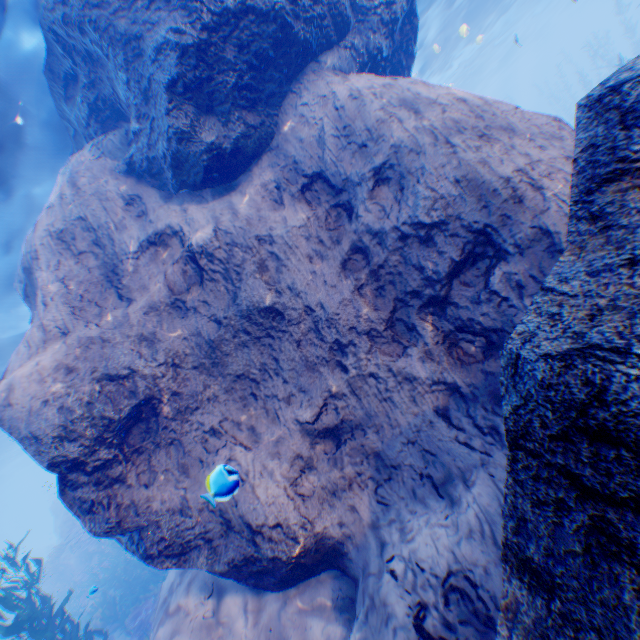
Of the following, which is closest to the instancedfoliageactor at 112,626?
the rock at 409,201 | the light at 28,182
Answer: the rock at 409,201

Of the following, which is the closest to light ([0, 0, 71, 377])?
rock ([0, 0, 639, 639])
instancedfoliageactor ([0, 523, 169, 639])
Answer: rock ([0, 0, 639, 639])

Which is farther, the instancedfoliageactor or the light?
the instancedfoliageactor

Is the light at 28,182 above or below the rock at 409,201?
above

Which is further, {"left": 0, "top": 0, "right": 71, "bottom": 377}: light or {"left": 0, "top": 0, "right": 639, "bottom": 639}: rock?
{"left": 0, "top": 0, "right": 71, "bottom": 377}: light

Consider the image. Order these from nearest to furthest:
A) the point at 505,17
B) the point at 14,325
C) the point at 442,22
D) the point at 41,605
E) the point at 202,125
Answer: the point at 202,125, the point at 41,605, the point at 14,325, the point at 442,22, the point at 505,17

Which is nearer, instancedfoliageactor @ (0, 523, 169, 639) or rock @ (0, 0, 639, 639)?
rock @ (0, 0, 639, 639)

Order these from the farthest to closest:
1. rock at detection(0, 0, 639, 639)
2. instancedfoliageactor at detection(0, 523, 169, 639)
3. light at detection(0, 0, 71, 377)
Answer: instancedfoliageactor at detection(0, 523, 169, 639) < light at detection(0, 0, 71, 377) < rock at detection(0, 0, 639, 639)
